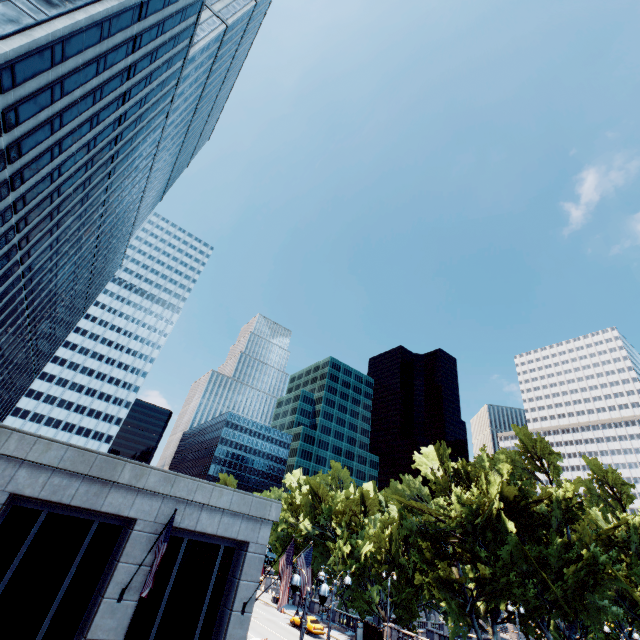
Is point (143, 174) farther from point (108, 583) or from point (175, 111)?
point (108, 583)

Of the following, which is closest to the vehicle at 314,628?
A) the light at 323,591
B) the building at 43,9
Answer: the building at 43,9

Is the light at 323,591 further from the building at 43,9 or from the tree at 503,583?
the tree at 503,583

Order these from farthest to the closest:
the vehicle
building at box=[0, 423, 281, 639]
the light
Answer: the vehicle, building at box=[0, 423, 281, 639], the light

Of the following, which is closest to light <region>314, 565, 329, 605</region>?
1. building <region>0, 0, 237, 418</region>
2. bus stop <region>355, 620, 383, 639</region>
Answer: building <region>0, 0, 237, 418</region>

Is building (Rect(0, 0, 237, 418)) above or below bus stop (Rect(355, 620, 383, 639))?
above

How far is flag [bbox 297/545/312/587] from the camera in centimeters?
1772cm

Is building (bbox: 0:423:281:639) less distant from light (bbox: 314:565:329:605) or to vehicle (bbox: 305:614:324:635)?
light (bbox: 314:565:329:605)
